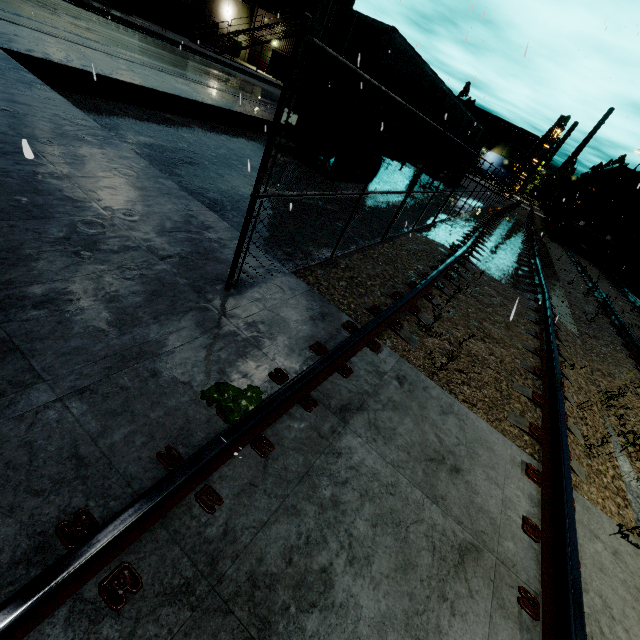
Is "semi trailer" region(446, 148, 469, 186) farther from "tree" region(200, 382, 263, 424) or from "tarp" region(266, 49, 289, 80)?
"tree" region(200, 382, 263, 424)

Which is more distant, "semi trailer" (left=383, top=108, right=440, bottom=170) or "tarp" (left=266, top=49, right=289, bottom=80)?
"tarp" (left=266, top=49, right=289, bottom=80)

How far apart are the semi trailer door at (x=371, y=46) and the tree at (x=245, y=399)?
9.6m

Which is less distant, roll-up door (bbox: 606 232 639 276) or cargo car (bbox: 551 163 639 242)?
cargo car (bbox: 551 163 639 242)

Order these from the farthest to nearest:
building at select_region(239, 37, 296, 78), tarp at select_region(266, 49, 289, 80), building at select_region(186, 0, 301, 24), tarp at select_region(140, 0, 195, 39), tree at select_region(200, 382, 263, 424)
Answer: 1. building at select_region(239, 37, 296, 78)
2. building at select_region(186, 0, 301, 24)
3. tarp at select_region(266, 49, 289, 80)
4. tarp at select_region(140, 0, 195, 39)
5. tree at select_region(200, 382, 263, 424)

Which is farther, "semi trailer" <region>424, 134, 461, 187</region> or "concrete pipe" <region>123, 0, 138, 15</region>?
"concrete pipe" <region>123, 0, 138, 15</region>

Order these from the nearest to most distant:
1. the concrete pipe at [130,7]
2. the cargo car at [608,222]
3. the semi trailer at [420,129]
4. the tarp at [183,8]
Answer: the semi trailer at [420,129], the cargo car at [608,222], the tarp at [183,8], the concrete pipe at [130,7]

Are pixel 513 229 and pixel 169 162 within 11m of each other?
no
